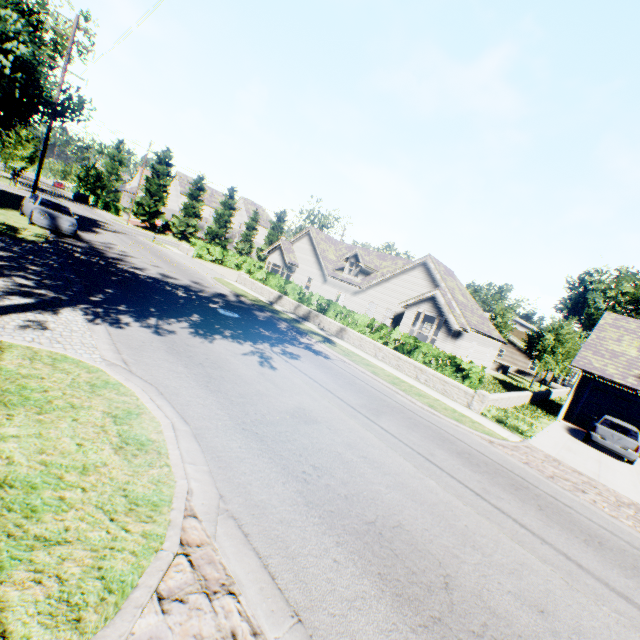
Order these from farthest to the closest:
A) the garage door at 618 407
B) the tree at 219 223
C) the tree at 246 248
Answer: the tree at 246 248 → the tree at 219 223 → the garage door at 618 407

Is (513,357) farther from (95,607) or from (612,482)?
(95,607)

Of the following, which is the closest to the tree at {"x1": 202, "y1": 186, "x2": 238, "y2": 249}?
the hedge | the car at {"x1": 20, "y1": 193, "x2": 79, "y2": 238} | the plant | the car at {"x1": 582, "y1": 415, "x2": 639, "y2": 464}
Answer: the plant

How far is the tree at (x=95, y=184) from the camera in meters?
53.0 m

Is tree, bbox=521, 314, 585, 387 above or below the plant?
below

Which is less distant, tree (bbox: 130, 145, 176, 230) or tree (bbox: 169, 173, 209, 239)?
tree (bbox: 130, 145, 176, 230)

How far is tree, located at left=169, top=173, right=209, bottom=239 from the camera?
49.66m
